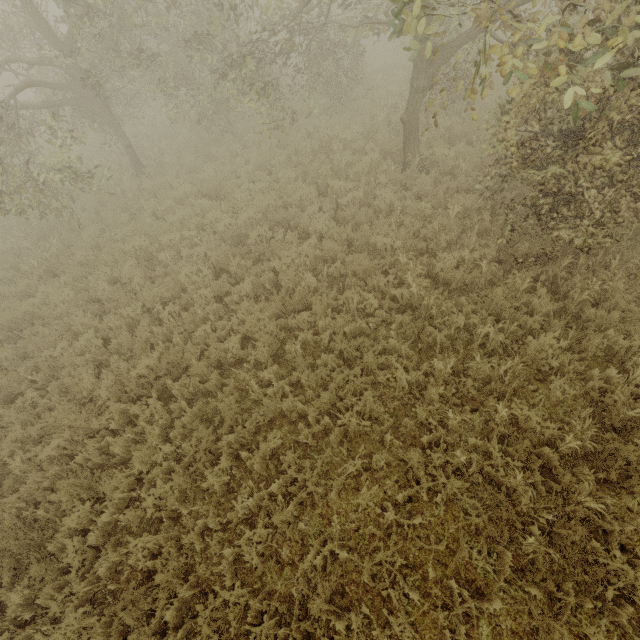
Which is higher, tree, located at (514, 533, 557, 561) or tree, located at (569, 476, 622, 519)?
tree, located at (569, 476, 622, 519)

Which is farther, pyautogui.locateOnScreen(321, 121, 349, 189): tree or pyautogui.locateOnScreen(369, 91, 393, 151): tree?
pyautogui.locateOnScreen(369, 91, 393, 151): tree

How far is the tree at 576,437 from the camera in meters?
4.0

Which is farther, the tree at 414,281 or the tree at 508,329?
the tree at 414,281

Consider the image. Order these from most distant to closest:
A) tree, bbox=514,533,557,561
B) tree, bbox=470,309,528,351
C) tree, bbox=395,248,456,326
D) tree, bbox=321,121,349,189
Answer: tree, bbox=321,121,349,189 → tree, bbox=395,248,456,326 → tree, bbox=470,309,528,351 → tree, bbox=514,533,557,561

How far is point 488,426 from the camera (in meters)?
4.88

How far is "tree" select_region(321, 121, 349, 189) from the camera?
9.1m
